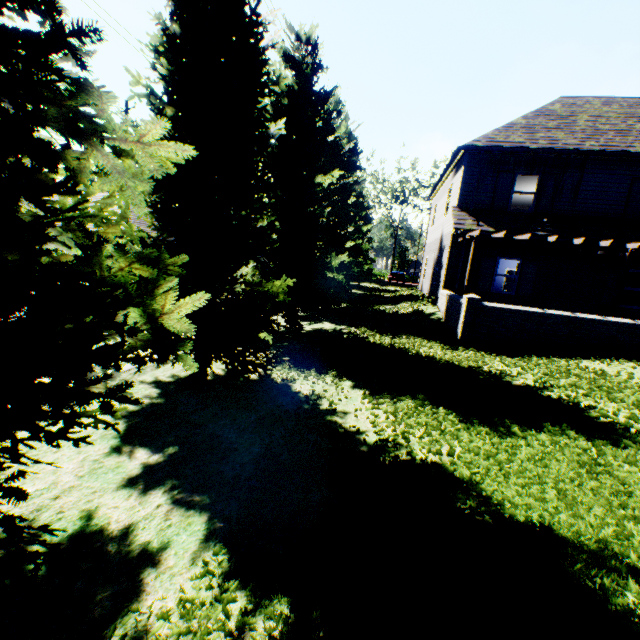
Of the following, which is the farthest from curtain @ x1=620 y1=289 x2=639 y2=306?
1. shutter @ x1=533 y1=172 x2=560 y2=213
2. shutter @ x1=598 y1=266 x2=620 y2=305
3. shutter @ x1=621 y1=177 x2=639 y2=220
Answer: shutter @ x1=533 y1=172 x2=560 y2=213

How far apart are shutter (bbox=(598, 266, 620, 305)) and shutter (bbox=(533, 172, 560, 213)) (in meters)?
3.23

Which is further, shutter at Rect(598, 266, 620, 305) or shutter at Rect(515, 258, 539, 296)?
shutter at Rect(515, 258, 539, 296)

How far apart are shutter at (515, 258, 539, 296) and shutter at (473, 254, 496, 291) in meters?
1.0

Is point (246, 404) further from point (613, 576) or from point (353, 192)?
point (353, 192)

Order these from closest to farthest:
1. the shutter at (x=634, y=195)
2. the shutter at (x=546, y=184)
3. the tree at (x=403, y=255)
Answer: the shutter at (x=634, y=195), the shutter at (x=546, y=184), the tree at (x=403, y=255)

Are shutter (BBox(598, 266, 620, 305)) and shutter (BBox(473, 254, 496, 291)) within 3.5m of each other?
no

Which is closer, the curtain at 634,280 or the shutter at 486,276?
the curtain at 634,280
